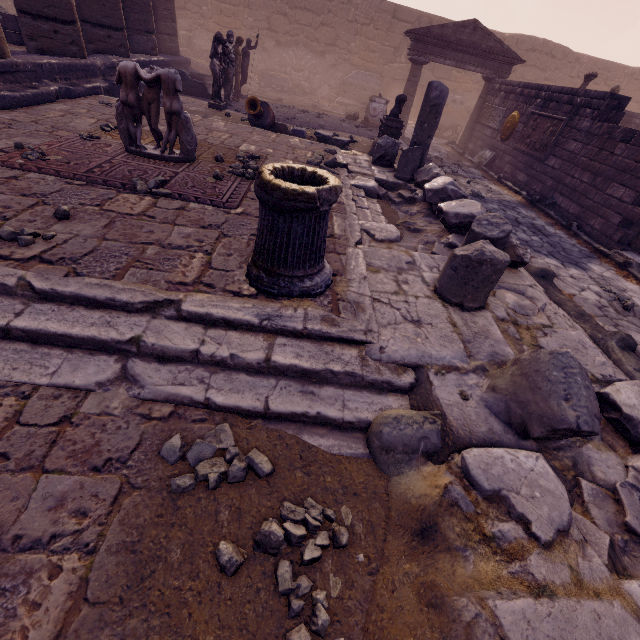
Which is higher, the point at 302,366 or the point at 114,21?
the point at 114,21

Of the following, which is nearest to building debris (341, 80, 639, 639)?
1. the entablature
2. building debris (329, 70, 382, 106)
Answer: the entablature

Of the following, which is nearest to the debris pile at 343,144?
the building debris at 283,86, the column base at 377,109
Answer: the column base at 377,109

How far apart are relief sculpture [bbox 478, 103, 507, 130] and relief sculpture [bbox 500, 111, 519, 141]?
0.2 meters

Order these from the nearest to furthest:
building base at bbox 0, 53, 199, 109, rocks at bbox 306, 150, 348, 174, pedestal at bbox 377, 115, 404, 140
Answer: building base at bbox 0, 53, 199, 109 < rocks at bbox 306, 150, 348, 174 < pedestal at bbox 377, 115, 404, 140

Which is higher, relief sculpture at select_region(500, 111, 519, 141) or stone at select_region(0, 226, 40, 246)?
relief sculpture at select_region(500, 111, 519, 141)

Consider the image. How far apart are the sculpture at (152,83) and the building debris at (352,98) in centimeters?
1701cm

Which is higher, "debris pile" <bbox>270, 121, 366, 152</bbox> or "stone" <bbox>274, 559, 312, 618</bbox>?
"debris pile" <bbox>270, 121, 366, 152</bbox>
